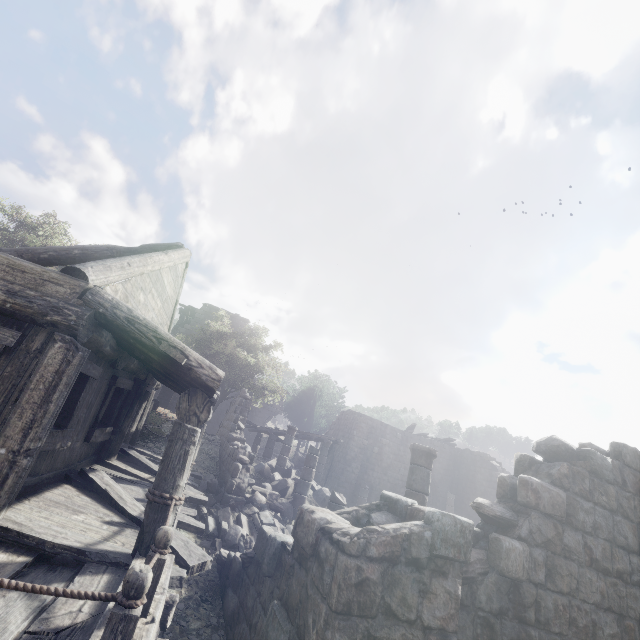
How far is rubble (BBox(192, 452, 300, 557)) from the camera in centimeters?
899cm

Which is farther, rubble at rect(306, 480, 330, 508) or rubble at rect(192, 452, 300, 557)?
rubble at rect(306, 480, 330, 508)

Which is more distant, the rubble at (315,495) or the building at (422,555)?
the rubble at (315,495)

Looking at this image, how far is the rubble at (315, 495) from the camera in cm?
1466

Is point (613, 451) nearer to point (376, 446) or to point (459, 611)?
point (459, 611)

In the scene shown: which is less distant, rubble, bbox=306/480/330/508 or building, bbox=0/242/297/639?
building, bbox=0/242/297/639

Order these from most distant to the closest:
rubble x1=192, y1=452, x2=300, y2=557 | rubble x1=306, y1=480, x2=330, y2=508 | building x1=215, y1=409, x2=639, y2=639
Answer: rubble x1=306, y1=480, x2=330, y2=508 < rubble x1=192, y1=452, x2=300, y2=557 < building x1=215, y1=409, x2=639, y2=639
